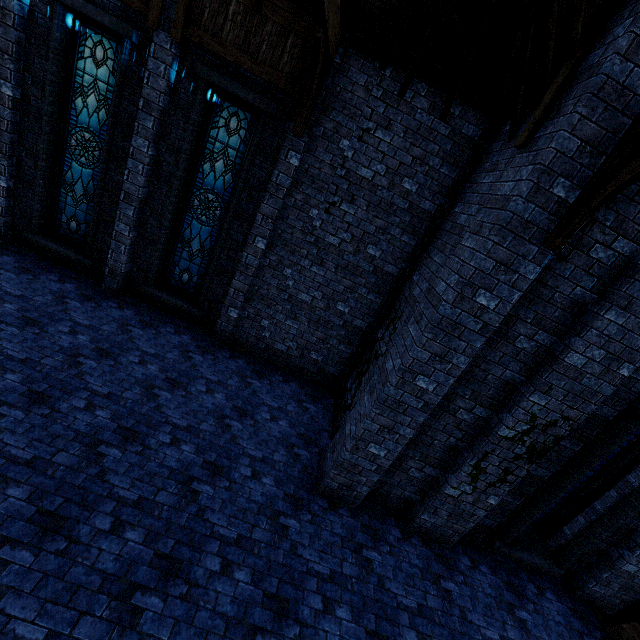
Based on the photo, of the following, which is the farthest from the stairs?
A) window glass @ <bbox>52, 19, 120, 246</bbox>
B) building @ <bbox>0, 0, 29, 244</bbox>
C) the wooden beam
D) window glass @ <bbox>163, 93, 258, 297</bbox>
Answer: window glass @ <bbox>52, 19, 120, 246</bbox>

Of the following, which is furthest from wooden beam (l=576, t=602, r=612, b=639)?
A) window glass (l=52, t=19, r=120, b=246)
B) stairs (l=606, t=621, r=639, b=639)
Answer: window glass (l=52, t=19, r=120, b=246)

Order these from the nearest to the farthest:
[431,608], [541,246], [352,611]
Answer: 1. [541,246]
2. [352,611]
3. [431,608]

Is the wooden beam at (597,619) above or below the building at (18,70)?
below

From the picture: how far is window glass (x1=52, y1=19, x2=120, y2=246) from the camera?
6.68m

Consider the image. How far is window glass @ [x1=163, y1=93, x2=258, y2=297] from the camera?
7.0 meters

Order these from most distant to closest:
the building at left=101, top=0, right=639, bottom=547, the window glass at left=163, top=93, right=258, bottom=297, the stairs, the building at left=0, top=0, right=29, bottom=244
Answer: the window glass at left=163, top=93, right=258, bottom=297 < the building at left=0, top=0, right=29, bottom=244 < the stairs < the building at left=101, top=0, right=639, bottom=547

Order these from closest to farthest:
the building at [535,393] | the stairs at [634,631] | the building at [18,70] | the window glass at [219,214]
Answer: the building at [535,393]
the stairs at [634,631]
the building at [18,70]
the window glass at [219,214]
